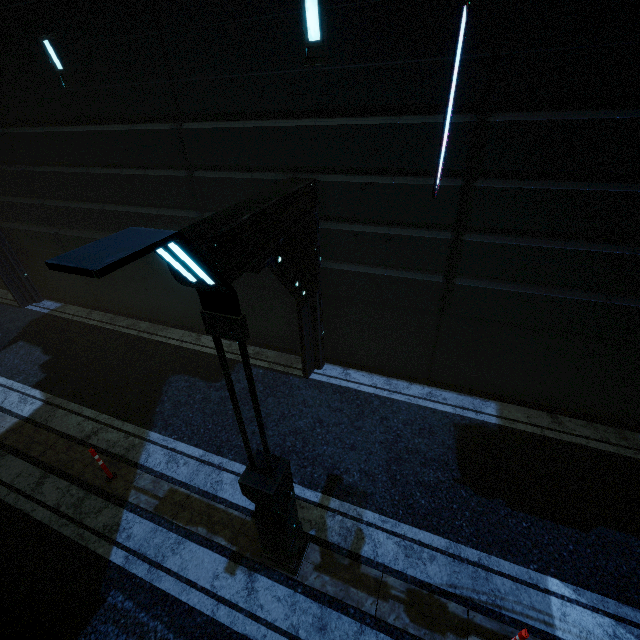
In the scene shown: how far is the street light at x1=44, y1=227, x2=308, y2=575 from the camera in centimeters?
155cm

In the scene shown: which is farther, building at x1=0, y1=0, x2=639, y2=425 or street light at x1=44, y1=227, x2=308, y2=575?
building at x1=0, y1=0, x2=639, y2=425

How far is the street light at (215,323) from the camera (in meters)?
1.55

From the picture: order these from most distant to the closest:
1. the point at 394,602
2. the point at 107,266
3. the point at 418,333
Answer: the point at 418,333 → the point at 394,602 → the point at 107,266

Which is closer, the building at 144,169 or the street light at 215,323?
the street light at 215,323
